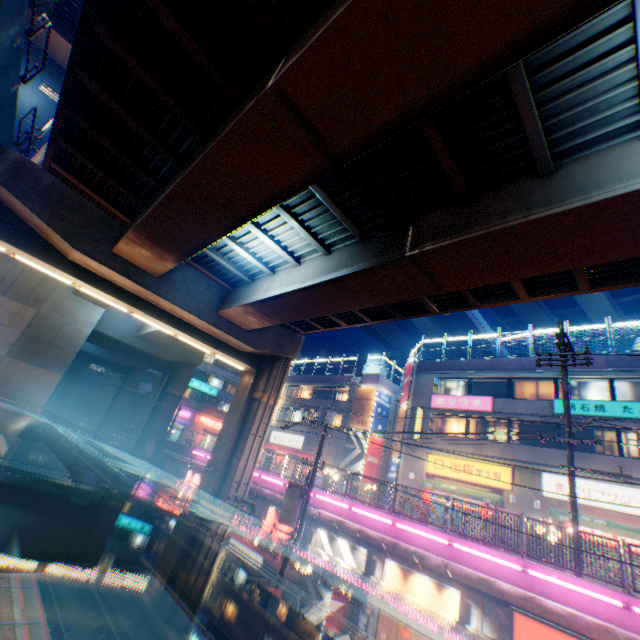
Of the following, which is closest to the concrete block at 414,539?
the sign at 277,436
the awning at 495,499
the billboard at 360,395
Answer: the awning at 495,499

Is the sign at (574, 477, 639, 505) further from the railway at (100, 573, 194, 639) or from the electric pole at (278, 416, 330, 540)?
the railway at (100, 573, 194, 639)

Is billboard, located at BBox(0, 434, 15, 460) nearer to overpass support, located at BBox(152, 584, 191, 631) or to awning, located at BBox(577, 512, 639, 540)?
overpass support, located at BBox(152, 584, 191, 631)

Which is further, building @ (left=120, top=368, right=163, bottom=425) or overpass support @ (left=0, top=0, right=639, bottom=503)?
building @ (left=120, top=368, right=163, bottom=425)

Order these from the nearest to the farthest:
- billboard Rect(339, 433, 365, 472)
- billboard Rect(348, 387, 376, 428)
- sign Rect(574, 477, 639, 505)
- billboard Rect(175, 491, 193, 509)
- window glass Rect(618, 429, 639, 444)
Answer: sign Rect(574, 477, 639, 505) < window glass Rect(618, 429, 639, 444) < billboard Rect(175, 491, 193, 509) < billboard Rect(339, 433, 365, 472) < billboard Rect(348, 387, 376, 428)

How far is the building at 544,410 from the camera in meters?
20.7

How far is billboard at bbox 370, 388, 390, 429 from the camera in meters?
32.3

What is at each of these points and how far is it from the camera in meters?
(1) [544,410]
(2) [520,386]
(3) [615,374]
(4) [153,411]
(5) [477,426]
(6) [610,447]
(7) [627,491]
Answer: (1) building, 20.6
(2) window glass, 22.7
(3) building, 19.1
(4) overpass support, 28.2
(5) window glass, 23.3
(6) window glass, 18.2
(7) sign, 16.6
